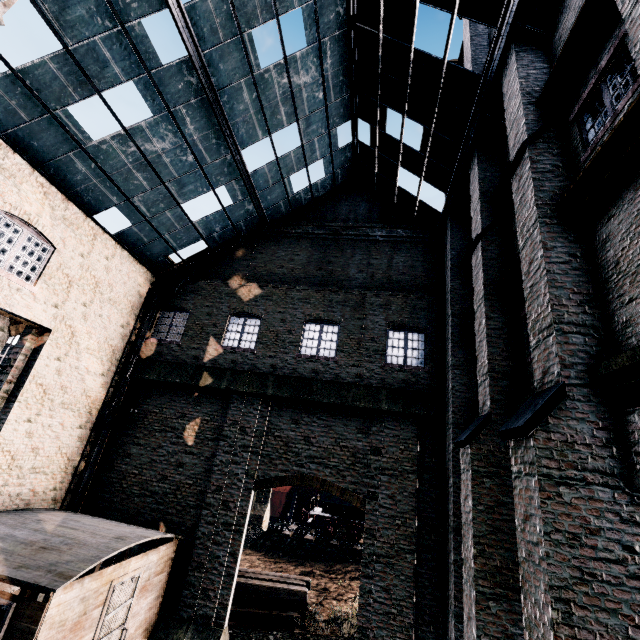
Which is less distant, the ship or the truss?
the truss

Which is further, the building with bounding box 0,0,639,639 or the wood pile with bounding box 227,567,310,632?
the wood pile with bounding box 227,567,310,632

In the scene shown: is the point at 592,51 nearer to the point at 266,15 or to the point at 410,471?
the point at 266,15

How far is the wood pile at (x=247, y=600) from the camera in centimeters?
1367cm

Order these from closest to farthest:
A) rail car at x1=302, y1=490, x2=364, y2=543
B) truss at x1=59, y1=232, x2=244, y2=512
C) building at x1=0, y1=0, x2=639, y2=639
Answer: building at x1=0, y1=0, x2=639, y2=639 → truss at x1=59, y1=232, x2=244, y2=512 → rail car at x1=302, y1=490, x2=364, y2=543

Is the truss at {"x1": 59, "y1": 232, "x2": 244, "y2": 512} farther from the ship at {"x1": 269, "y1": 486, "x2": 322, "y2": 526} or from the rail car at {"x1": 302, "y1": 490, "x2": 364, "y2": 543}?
the ship at {"x1": 269, "y1": 486, "x2": 322, "y2": 526}

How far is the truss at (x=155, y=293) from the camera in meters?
12.9 m

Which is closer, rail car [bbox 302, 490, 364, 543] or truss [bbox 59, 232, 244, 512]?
truss [bbox 59, 232, 244, 512]
